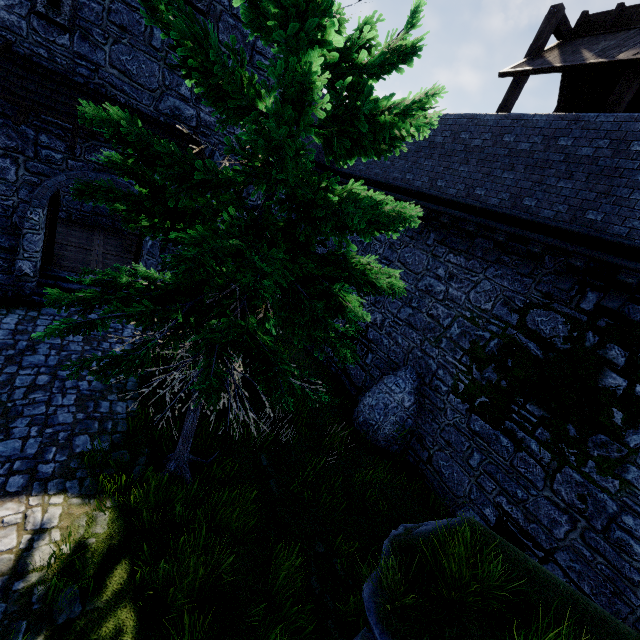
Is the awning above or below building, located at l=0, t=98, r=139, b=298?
above

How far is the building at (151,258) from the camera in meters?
11.1

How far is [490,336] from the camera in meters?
9.1

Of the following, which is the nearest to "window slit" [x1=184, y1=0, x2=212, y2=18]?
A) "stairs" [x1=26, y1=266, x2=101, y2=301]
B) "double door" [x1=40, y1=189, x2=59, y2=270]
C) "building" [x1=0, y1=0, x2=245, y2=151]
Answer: "building" [x1=0, y1=0, x2=245, y2=151]

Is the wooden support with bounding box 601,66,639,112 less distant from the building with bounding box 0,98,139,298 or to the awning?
the building with bounding box 0,98,139,298

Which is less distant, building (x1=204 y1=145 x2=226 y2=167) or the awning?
the awning

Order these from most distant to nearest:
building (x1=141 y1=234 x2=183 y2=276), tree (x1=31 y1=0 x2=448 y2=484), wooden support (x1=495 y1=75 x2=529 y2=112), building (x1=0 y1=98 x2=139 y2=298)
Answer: building (x1=141 y1=234 x2=183 y2=276) → wooden support (x1=495 y1=75 x2=529 y2=112) → building (x1=0 y1=98 x2=139 y2=298) → tree (x1=31 y1=0 x2=448 y2=484)

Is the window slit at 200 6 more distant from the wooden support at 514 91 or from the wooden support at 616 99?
the wooden support at 616 99
